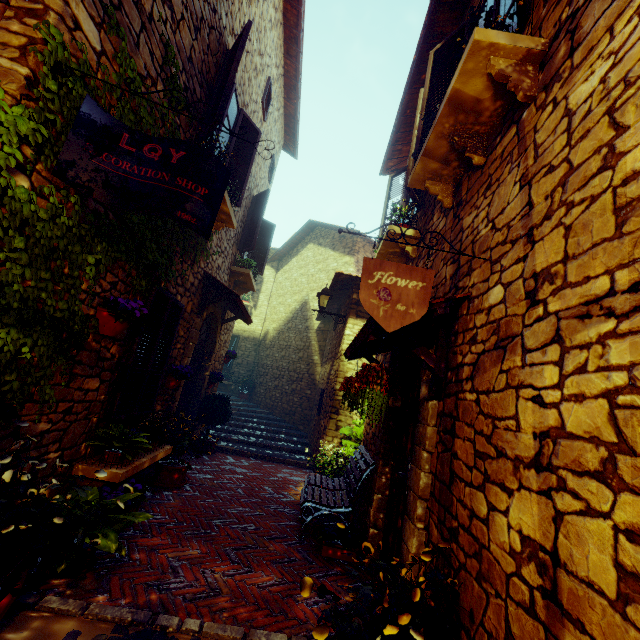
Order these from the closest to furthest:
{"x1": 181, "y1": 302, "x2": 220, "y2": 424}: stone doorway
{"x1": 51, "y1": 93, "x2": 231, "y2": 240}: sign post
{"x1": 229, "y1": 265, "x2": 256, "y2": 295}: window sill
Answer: {"x1": 51, "y1": 93, "x2": 231, "y2": 240}: sign post < {"x1": 181, "y1": 302, "x2": 220, "y2": 424}: stone doorway < {"x1": 229, "y1": 265, "x2": 256, "y2": 295}: window sill

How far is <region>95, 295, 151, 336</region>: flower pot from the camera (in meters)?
3.07

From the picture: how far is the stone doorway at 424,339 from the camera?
3.02m

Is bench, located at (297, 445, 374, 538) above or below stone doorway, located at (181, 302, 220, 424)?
below

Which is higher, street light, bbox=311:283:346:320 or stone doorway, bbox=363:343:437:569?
street light, bbox=311:283:346:320

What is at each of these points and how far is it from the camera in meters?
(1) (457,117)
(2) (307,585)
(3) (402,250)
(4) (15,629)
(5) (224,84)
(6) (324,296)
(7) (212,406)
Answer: (1) window sill, 2.6 m
(2) flower pot, 1.5 m
(3) window sill, 4.9 m
(4) stair, 2.0 m
(5) window, 4.3 m
(6) street light, 7.7 m
(7) potted tree, 7.3 m

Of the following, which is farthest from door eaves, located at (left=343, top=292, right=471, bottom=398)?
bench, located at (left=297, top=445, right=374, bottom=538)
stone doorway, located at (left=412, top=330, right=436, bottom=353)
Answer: bench, located at (left=297, top=445, right=374, bottom=538)
